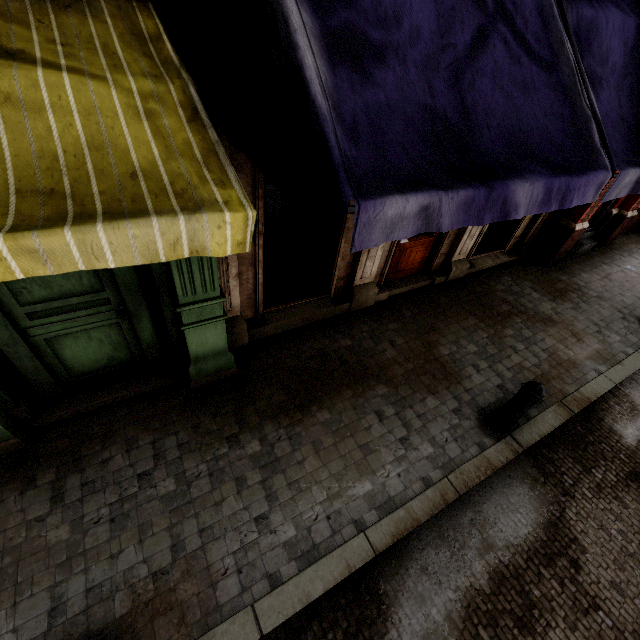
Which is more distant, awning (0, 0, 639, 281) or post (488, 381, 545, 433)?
post (488, 381, 545, 433)

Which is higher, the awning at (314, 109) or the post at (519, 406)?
the awning at (314, 109)

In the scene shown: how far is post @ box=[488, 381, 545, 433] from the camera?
3.92m

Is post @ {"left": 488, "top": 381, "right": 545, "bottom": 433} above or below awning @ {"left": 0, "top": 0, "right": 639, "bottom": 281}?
below

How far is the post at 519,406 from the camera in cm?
392

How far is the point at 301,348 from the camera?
5.2m
